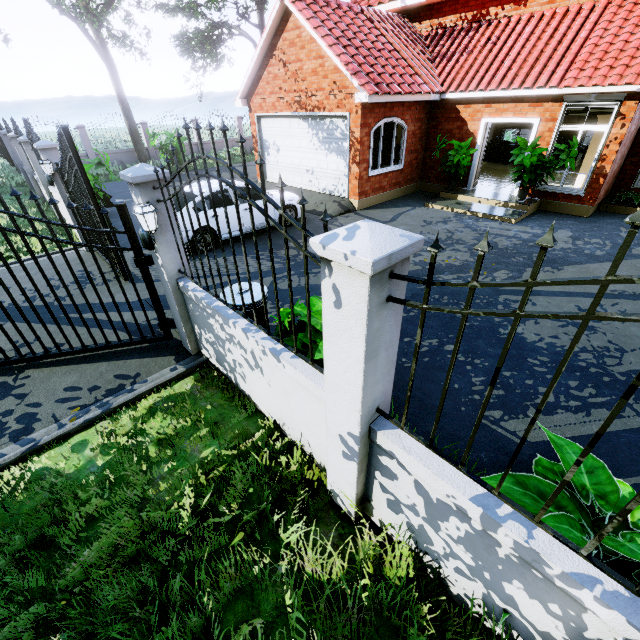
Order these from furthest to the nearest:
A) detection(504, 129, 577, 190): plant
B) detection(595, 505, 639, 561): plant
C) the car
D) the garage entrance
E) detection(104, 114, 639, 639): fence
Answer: the garage entrance → the car → detection(504, 129, 577, 190): plant → detection(595, 505, 639, 561): plant → detection(104, 114, 639, 639): fence

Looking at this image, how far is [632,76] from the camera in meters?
7.9

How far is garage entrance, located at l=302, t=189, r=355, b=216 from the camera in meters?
10.8

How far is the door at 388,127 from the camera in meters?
15.9

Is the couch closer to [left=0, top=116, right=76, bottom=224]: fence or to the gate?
[left=0, top=116, right=76, bottom=224]: fence

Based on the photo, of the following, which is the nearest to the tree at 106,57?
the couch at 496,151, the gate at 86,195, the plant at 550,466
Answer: the plant at 550,466

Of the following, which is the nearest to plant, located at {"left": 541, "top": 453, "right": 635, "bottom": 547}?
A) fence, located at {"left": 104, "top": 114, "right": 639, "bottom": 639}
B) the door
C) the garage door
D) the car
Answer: fence, located at {"left": 104, "top": 114, "right": 639, "bottom": 639}

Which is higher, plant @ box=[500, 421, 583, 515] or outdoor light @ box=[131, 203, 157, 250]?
outdoor light @ box=[131, 203, 157, 250]
